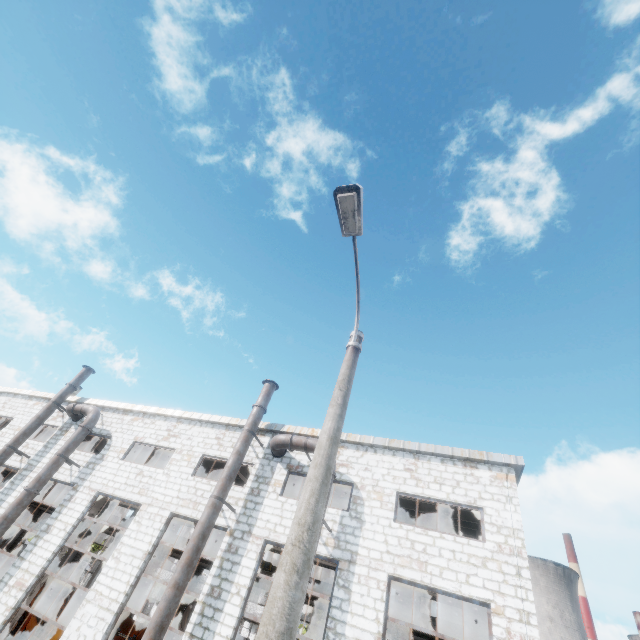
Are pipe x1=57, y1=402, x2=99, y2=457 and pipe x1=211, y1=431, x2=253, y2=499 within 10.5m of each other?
yes

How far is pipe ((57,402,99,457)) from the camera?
16.0 meters

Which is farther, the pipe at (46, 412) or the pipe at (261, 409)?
the pipe at (46, 412)

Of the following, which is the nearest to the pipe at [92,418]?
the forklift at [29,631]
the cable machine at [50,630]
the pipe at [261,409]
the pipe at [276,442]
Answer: the cable machine at [50,630]

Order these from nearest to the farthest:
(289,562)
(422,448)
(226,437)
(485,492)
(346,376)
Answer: (289,562) < (346,376) < (485,492) < (422,448) < (226,437)

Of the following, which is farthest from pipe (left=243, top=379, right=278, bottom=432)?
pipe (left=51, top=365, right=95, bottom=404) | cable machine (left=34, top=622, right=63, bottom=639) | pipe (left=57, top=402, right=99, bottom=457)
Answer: pipe (left=51, top=365, right=95, bottom=404)

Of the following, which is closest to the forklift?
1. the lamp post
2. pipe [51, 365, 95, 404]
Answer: pipe [51, 365, 95, 404]

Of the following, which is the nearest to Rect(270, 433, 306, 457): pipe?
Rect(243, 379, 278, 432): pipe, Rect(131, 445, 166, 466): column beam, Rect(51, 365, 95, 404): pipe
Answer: Rect(243, 379, 278, 432): pipe
